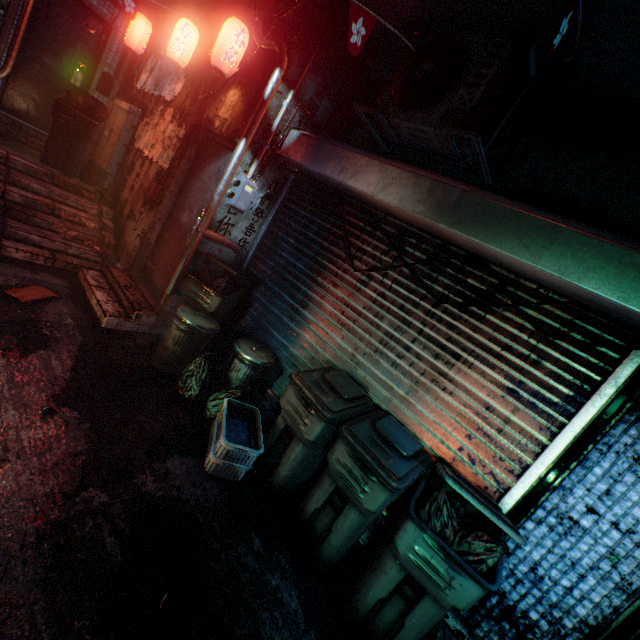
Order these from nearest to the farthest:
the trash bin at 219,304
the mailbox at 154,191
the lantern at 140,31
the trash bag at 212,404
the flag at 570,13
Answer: the flag at 570,13 → the trash bag at 212,404 → the trash bin at 219,304 → the mailbox at 154,191 → the lantern at 140,31

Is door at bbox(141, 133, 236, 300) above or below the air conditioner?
below

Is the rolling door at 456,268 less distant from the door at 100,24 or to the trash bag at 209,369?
the trash bag at 209,369

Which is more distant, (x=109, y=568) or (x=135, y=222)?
(x=135, y=222)

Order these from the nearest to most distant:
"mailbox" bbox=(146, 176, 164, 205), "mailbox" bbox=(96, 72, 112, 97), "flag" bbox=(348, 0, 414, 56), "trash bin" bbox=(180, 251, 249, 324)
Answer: "flag" bbox=(348, 0, 414, 56) → "trash bin" bbox=(180, 251, 249, 324) → "mailbox" bbox=(146, 176, 164, 205) → "mailbox" bbox=(96, 72, 112, 97)

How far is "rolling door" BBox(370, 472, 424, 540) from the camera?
2.5m

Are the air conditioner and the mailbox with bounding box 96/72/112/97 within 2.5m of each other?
no

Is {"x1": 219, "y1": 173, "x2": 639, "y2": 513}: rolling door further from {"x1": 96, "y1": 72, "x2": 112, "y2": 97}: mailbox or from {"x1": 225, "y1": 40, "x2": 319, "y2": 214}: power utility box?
{"x1": 96, "y1": 72, "x2": 112, "y2": 97}: mailbox
